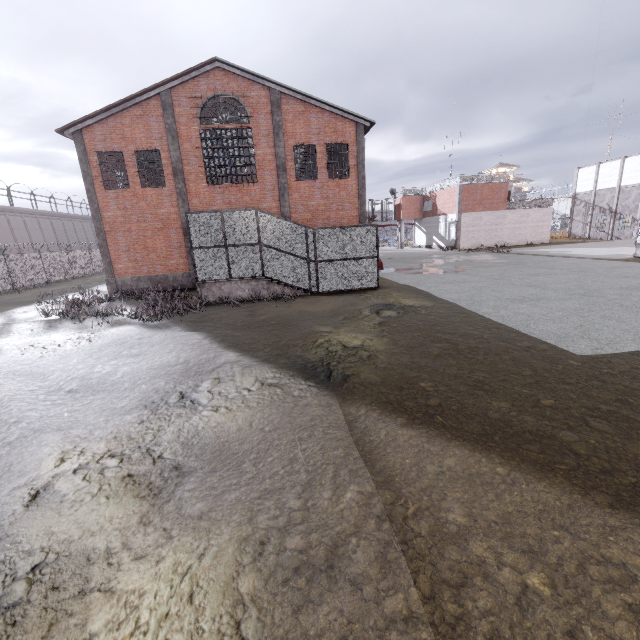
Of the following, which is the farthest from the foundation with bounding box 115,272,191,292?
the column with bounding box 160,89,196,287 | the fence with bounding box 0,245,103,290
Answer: the fence with bounding box 0,245,103,290

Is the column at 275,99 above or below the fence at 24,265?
above

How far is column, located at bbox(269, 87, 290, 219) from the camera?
18.39m

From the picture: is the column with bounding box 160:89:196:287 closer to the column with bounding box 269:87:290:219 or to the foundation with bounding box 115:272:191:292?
the foundation with bounding box 115:272:191:292

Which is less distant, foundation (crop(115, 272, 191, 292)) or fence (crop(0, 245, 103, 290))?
foundation (crop(115, 272, 191, 292))

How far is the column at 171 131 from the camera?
17.7 meters

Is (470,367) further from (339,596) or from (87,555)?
(87,555)
